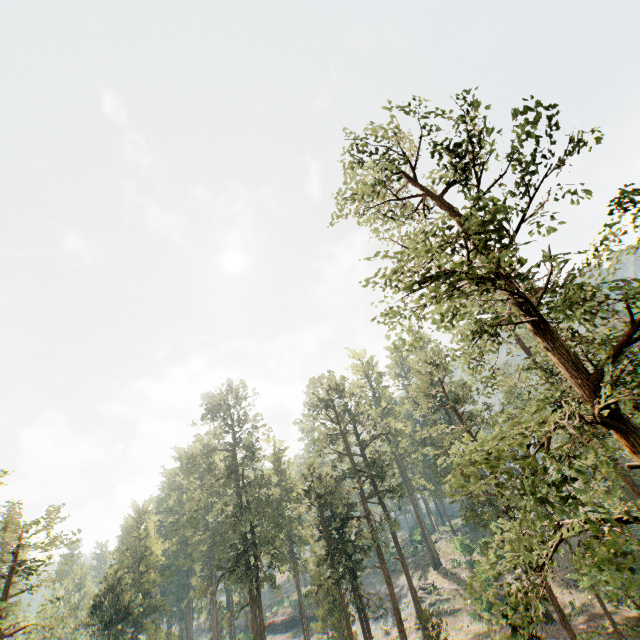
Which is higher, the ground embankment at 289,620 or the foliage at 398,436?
the foliage at 398,436

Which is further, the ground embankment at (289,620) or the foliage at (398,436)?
the ground embankment at (289,620)

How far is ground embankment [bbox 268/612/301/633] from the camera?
57.72m

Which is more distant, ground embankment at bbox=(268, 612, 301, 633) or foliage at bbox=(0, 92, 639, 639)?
ground embankment at bbox=(268, 612, 301, 633)

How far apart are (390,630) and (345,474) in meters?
21.5

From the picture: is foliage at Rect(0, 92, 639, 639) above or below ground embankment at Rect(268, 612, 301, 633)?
above
